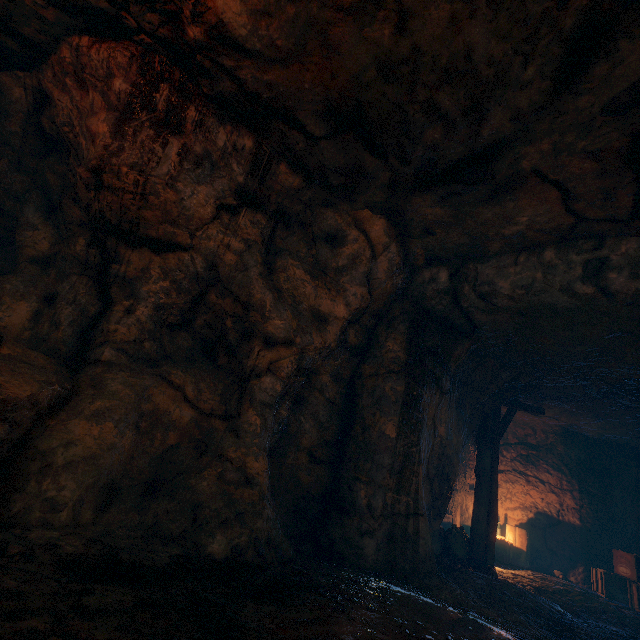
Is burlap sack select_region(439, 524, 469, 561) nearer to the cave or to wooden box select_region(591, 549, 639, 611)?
the cave

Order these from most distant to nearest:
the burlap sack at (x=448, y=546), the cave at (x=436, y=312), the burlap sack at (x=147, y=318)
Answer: the burlap sack at (x=448, y=546), the cave at (x=436, y=312), the burlap sack at (x=147, y=318)

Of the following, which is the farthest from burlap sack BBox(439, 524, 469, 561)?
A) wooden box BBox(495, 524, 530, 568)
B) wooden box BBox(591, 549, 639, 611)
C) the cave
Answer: wooden box BBox(495, 524, 530, 568)

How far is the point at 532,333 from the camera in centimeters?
629cm

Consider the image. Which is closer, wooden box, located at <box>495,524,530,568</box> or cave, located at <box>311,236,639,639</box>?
cave, located at <box>311,236,639,639</box>

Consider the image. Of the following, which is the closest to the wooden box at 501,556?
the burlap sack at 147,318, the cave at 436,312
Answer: the cave at 436,312

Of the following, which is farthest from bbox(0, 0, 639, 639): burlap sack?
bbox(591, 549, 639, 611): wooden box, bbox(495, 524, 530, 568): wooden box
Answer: bbox(495, 524, 530, 568): wooden box

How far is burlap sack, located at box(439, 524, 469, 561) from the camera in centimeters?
766cm
